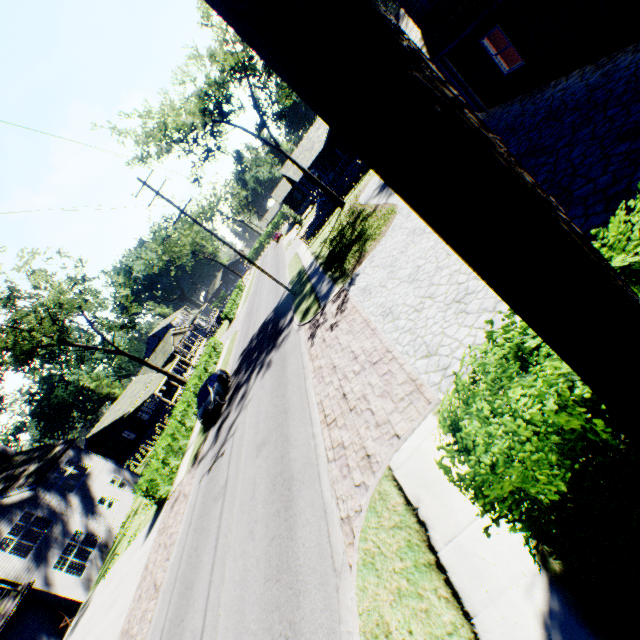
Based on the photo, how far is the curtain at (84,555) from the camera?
22.3m

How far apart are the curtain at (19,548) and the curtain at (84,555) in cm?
171

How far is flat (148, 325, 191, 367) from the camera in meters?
49.3

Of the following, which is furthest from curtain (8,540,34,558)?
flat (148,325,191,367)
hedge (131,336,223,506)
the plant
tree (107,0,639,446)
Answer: the plant

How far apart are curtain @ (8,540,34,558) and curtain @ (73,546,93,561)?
1.71m

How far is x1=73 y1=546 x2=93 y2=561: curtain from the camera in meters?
22.3

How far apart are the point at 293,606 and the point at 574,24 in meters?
16.1

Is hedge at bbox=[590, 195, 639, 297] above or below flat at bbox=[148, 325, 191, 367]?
below
